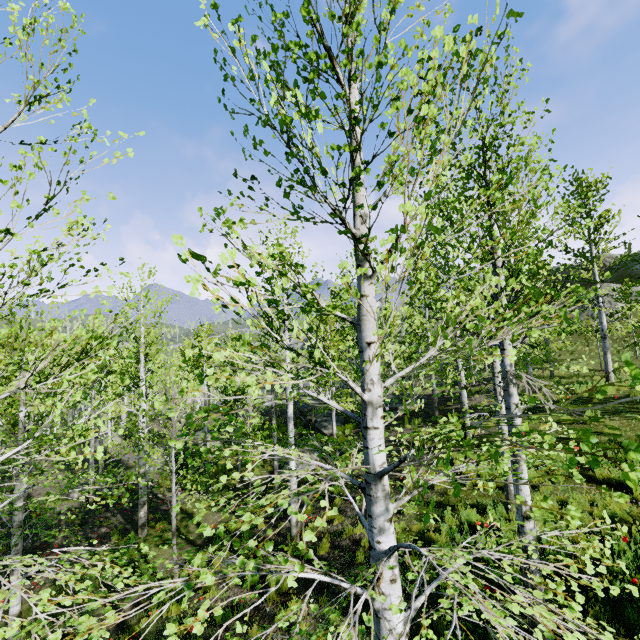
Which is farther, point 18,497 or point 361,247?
point 18,497

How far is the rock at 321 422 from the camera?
22.64m

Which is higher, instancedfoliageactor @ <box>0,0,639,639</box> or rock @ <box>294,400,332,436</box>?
instancedfoliageactor @ <box>0,0,639,639</box>

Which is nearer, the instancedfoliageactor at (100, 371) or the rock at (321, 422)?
the instancedfoliageactor at (100, 371)

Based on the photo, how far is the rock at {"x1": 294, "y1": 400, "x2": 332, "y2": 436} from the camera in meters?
22.6 m

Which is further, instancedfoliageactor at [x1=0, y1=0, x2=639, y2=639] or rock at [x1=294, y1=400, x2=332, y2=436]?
rock at [x1=294, y1=400, x2=332, y2=436]
